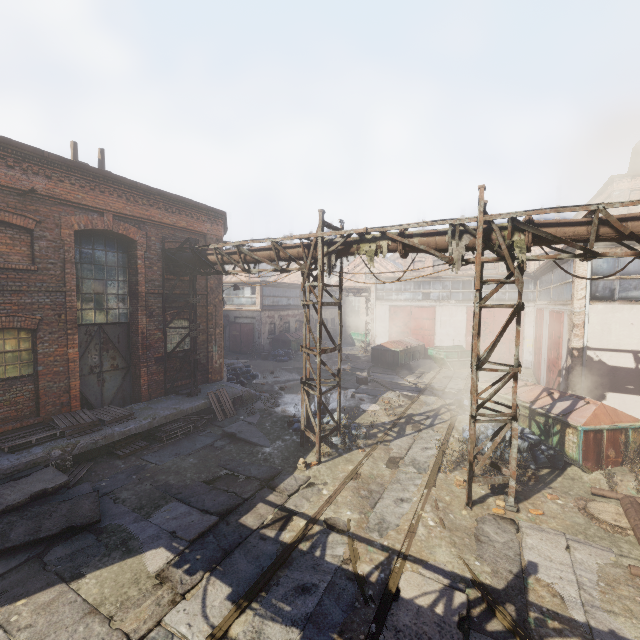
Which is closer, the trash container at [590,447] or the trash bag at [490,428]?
the trash container at [590,447]

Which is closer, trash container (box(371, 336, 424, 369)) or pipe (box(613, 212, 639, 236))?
pipe (box(613, 212, 639, 236))

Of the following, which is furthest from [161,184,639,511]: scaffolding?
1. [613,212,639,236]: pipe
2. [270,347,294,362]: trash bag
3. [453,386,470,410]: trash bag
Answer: [270,347,294,362]: trash bag

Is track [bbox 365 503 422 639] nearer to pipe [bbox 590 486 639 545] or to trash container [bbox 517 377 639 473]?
trash container [bbox 517 377 639 473]

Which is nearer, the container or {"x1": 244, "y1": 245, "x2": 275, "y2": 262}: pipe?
{"x1": 244, "y1": 245, "x2": 275, "y2": 262}: pipe

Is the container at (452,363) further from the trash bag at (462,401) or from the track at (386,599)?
the trash bag at (462,401)

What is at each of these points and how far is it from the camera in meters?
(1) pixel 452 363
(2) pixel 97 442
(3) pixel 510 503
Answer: (1) container, 21.3
(2) building, 8.7
(3) scaffolding, 7.2

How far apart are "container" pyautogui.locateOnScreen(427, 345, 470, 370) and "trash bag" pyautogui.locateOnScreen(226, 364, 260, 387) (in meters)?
12.63
